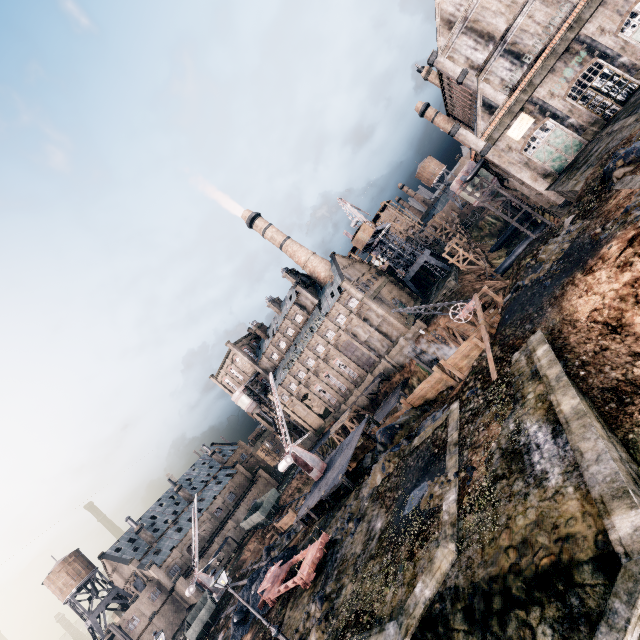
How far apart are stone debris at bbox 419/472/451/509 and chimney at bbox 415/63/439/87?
57.5m

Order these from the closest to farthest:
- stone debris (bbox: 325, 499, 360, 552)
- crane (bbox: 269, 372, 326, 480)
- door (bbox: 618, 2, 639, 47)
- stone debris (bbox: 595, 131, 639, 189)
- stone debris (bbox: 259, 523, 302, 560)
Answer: stone debris (bbox: 595, 131, 639, 189)
stone debris (bbox: 325, 499, 360, 552)
door (bbox: 618, 2, 639, 47)
crane (bbox: 269, 372, 326, 480)
stone debris (bbox: 259, 523, 302, 560)

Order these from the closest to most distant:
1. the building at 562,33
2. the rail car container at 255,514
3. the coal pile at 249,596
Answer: the coal pile at 249,596, the building at 562,33, the rail car container at 255,514

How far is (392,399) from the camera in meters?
55.8

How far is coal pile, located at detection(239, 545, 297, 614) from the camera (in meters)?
26.19

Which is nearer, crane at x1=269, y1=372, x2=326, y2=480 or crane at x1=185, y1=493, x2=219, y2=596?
crane at x1=269, y1=372, x2=326, y2=480

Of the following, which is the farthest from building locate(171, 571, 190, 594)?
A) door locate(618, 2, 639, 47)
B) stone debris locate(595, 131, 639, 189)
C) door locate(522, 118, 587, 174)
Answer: door locate(618, 2, 639, 47)

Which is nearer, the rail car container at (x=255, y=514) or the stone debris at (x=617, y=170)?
the stone debris at (x=617, y=170)
